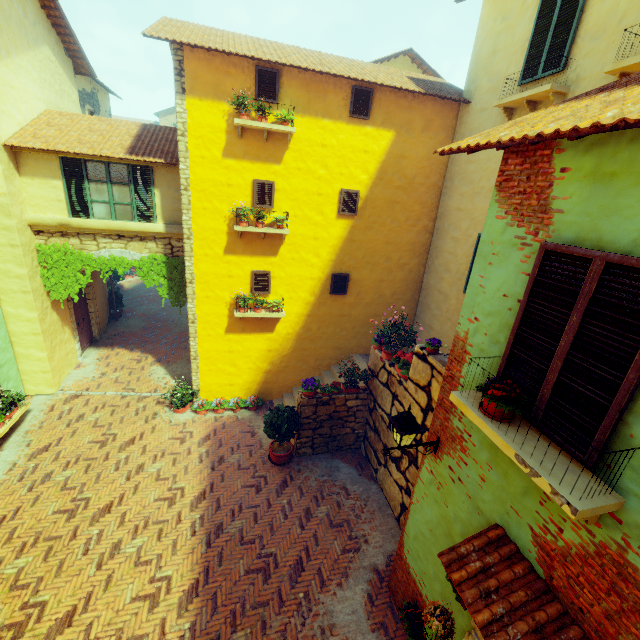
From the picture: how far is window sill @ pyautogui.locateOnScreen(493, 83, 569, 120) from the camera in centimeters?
627cm

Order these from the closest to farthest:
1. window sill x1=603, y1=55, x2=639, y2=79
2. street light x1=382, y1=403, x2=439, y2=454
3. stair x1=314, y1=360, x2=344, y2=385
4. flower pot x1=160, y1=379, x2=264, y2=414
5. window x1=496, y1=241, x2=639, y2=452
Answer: window x1=496, y1=241, x2=639, y2=452, street light x1=382, y1=403, x2=439, y2=454, window sill x1=603, y1=55, x2=639, y2=79, flower pot x1=160, y1=379, x2=264, y2=414, stair x1=314, y1=360, x2=344, y2=385

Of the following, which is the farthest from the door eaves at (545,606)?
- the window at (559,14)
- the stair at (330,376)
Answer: the window at (559,14)

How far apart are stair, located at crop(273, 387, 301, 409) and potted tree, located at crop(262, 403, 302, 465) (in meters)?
0.70

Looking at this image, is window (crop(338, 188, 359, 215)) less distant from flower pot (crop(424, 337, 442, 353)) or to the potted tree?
flower pot (crop(424, 337, 442, 353))

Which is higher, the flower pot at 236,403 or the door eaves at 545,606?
the door eaves at 545,606

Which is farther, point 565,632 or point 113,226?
point 113,226

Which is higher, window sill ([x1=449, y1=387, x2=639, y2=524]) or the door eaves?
window sill ([x1=449, y1=387, x2=639, y2=524])
